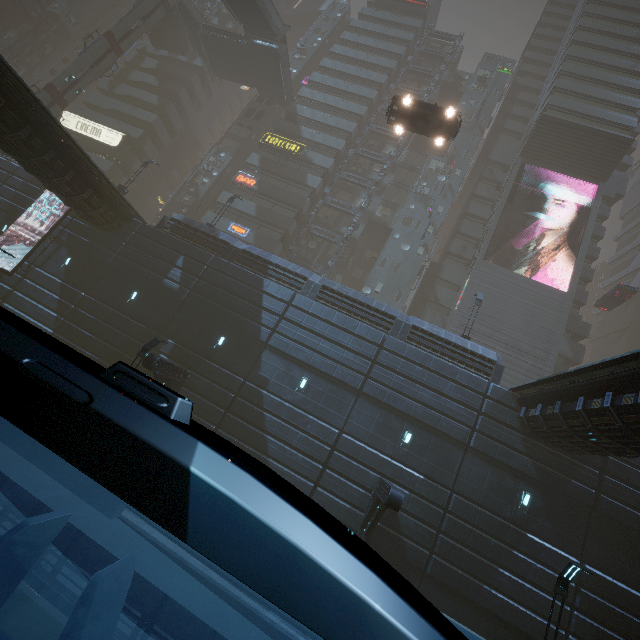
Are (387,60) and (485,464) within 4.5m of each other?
no

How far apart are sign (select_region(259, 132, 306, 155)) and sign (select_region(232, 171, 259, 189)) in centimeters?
434cm

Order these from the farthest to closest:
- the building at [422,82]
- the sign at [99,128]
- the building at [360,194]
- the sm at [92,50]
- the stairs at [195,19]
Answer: the building at [422,82] → the sign at [99,128] → the stairs at [195,19] → the building at [360,194] → the sm at [92,50]

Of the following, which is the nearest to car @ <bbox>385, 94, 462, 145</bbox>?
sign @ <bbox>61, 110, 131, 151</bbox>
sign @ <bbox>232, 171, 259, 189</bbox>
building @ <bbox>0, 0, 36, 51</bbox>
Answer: building @ <bbox>0, 0, 36, 51</bbox>

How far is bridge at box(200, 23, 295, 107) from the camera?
35.75m

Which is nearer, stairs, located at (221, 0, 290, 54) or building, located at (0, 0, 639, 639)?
building, located at (0, 0, 639, 639)

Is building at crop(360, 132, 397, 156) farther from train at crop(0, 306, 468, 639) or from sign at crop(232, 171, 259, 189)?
train at crop(0, 306, 468, 639)

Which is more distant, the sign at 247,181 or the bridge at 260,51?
the bridge at 260,51
